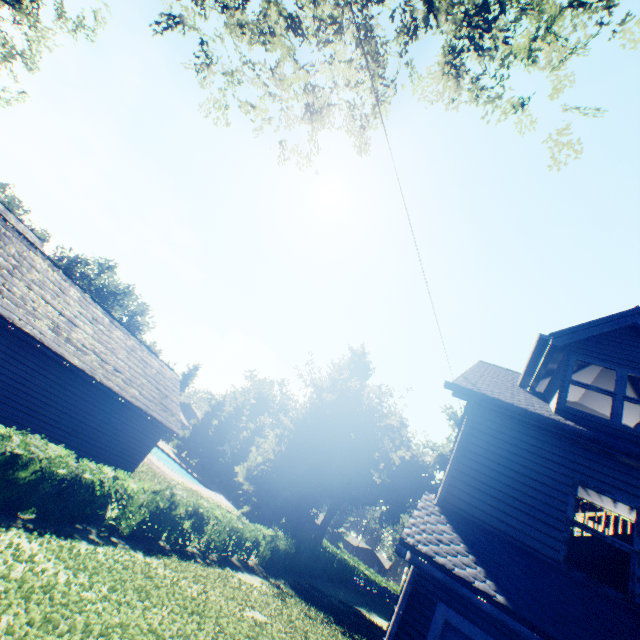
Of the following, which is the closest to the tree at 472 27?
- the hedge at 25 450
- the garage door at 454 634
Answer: the garage door at 454 634

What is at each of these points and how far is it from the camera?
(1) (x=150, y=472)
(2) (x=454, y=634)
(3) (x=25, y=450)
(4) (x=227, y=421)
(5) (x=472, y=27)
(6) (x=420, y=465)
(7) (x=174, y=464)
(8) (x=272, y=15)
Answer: (1) plant, 23.7 meters
(2) garage door, 5.2 meters
(3) hedge, 7.8 meters
(4) tree, 53.5 meters
(5) tree, 5.9 meters
(6) plant, 53.6 meters
(7) swimming pool, 42.4 meters
(8) tree, 7.3 meters

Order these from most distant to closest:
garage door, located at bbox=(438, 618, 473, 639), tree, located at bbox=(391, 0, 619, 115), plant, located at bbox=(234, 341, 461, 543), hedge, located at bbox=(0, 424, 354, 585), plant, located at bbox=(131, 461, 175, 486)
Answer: plant, located at bbox=(234, 341, 461, 543)
plant, located at bbox=(131, 461, 175, 486)
hedge, located at bbox=(0, 424, 354, 585)
tree, located at bbox=(391, 0, 619, 115)
garage door, located at bbox=(438, 618, 473, 639)

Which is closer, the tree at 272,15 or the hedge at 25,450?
the tree at 272,15

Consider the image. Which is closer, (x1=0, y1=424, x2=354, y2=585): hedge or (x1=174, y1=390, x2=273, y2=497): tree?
(x1=0, y1=424, x2=354, y2=585): hedge

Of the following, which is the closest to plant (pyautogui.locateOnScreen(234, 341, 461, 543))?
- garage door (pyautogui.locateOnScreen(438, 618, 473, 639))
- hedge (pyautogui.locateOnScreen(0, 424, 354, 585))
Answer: hedge (pyautogui.locateOnScreen(0, 424, 354, 585))

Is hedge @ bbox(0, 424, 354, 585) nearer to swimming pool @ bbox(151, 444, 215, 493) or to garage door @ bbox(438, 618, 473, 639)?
garage door @ bbox(438, 618, 473, 639)

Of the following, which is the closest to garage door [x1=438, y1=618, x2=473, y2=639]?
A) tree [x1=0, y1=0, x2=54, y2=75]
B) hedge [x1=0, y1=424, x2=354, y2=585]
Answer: hedge [x1=0, y1=424, x2=354, y2=585]
